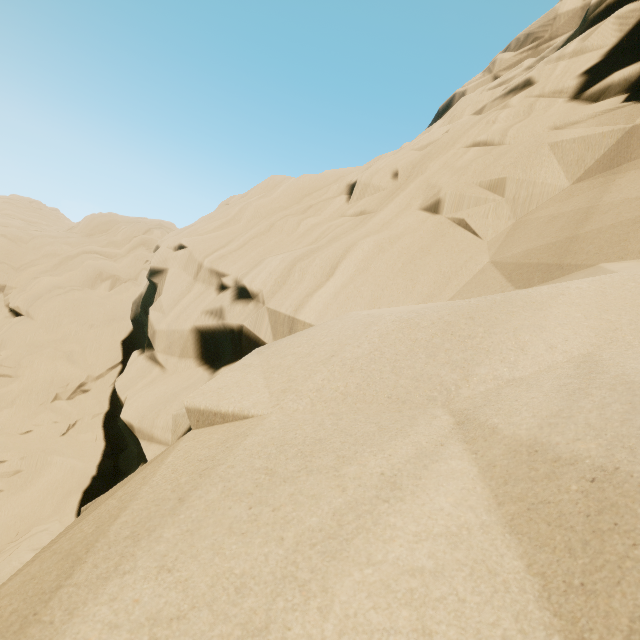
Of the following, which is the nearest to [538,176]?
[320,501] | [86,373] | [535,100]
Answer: [535,100]
